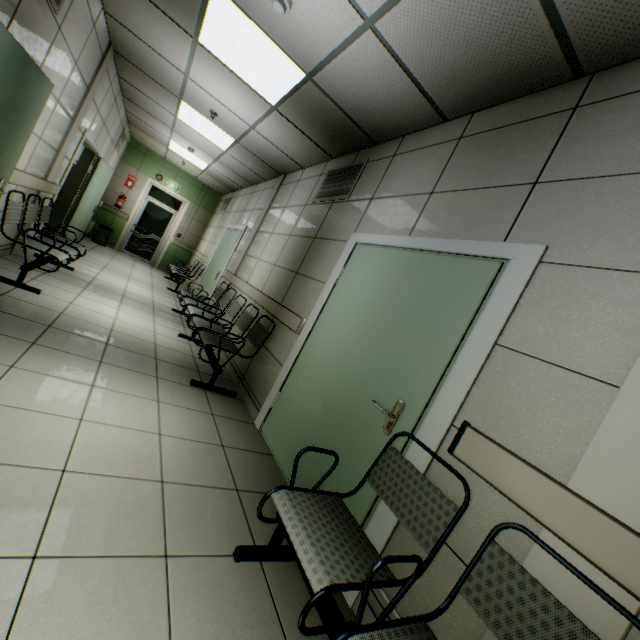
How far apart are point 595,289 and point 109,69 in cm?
684

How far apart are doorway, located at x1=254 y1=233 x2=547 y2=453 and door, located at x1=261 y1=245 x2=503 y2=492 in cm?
2

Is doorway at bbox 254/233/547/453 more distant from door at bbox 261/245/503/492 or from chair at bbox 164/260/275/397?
chair at bbox 164/260/275/397

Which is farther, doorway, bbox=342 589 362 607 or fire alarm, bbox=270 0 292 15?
fire alarm, bbox=270 0 292 15

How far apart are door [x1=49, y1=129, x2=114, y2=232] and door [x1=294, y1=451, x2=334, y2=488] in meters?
6.7 m

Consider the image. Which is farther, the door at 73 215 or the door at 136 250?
the door at 136 250

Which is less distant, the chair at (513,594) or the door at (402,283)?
the chair at (513,594)

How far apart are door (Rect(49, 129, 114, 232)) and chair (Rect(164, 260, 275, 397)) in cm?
411
